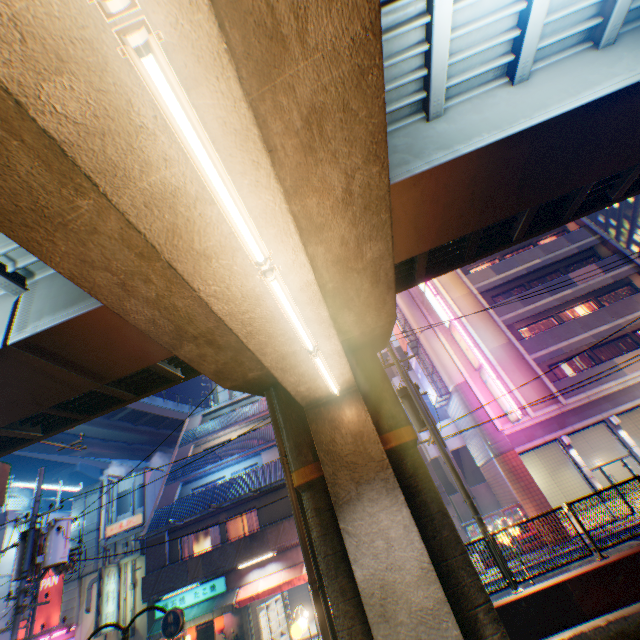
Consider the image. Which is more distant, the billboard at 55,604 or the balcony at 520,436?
the billboard at 55,604

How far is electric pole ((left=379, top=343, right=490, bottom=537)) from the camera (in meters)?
9.37

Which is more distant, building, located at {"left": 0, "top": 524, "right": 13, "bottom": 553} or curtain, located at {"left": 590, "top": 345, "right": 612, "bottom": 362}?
building, located at {"left": 0, "top": 524, "right": 13, "bottom": 553}

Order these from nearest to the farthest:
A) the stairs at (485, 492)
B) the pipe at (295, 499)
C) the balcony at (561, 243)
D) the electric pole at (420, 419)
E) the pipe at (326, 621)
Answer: the pipe at (326, 621) < the pipe at (295, 499) < the electric pole at (420, 419) < the stairs at (485, 492) < the balcony at (561, 243)

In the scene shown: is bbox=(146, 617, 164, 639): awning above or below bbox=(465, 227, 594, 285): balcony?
below

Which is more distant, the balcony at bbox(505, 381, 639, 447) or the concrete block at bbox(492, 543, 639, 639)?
the balcony at bbox(505, 381, 639, 447)

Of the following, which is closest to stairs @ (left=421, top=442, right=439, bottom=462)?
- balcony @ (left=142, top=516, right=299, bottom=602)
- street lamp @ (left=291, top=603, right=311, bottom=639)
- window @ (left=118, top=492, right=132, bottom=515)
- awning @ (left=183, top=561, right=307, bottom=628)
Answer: balcony @ (left=142, top=516, right=299, bottom=602)

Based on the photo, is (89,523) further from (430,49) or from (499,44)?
(499,44)
